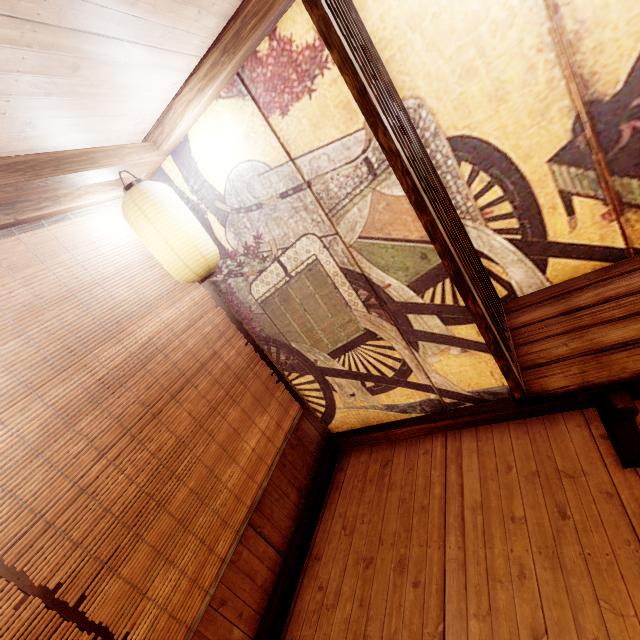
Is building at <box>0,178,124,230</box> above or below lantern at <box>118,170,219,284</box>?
above

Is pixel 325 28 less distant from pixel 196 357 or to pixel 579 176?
pixel 579 176

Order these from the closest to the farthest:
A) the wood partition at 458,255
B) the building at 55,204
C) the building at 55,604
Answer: the wood partition at 458,255 < the building at 55,604 < the building at 55,204

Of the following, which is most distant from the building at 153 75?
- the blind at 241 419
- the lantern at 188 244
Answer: the lantern at 188 244

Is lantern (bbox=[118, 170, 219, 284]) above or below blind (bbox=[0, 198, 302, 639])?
above

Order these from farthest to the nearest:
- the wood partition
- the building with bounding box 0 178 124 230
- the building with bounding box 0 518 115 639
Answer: the building with bounding box 0 178 124 230 → the building with bounding box 0 518 115 639 → the wood partition

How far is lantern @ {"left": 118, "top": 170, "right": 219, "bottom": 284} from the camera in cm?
334

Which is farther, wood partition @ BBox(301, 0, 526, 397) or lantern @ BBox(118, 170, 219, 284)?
lantern @ BBox(118, 170, 219, 284)
